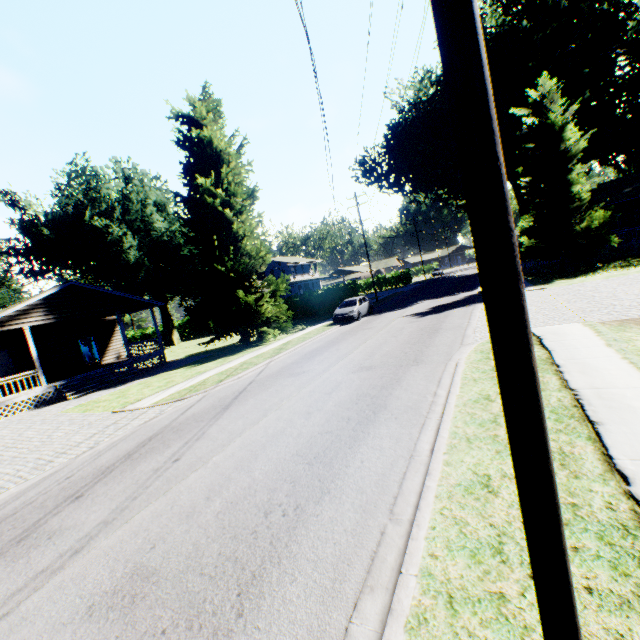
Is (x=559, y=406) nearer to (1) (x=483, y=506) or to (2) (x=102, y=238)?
(1) (x=483, y=506)

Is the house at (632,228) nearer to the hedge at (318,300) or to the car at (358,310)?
the car at (358,310)

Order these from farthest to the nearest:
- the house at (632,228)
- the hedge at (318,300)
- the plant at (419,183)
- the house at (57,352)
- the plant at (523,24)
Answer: the plant at (419,183) → the hedge at (318,300) → the house at (632,228) → the plant at (523,24) → the house at (57,352)

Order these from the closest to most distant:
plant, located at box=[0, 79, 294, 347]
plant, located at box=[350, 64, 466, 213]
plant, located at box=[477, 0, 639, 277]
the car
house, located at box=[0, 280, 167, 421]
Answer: house, located at box=[0, 280, 167, 421], plant, located at box=[0, 79, 294, 347], plant, located at box=[477, 0, 639, 277], the car, plant, located at box=[350, 64, 466, 213]

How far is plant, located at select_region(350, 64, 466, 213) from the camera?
42.9m

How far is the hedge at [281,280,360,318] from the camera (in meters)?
35.53

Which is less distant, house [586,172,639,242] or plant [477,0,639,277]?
plant [477,0,639,277]

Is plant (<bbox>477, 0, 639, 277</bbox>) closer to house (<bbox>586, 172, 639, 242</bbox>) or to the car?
house (<bbox>586, 172, 639, 242</bbox>)
